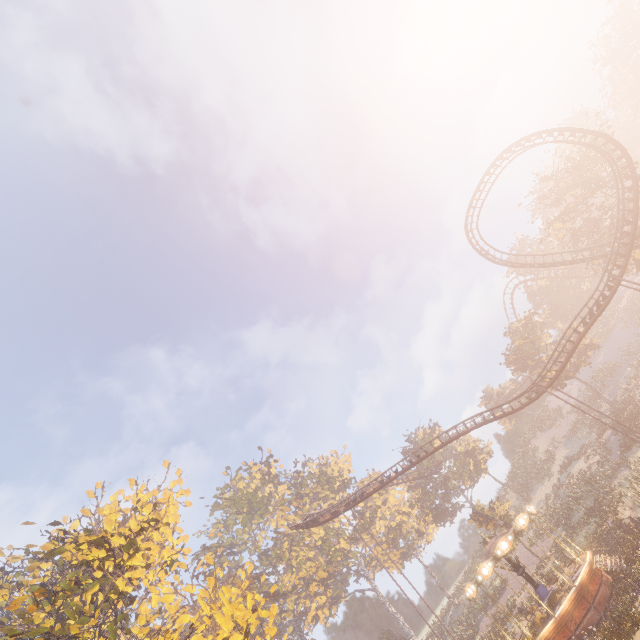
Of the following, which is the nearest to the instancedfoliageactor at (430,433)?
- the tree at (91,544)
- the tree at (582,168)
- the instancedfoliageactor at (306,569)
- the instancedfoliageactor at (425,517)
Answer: the instancedfoliageactor at (425,517)

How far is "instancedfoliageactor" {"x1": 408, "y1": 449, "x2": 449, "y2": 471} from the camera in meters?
53.0

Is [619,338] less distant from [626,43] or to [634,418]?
[634,418]

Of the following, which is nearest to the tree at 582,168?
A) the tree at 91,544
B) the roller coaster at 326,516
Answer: the roller coaster at 326,516

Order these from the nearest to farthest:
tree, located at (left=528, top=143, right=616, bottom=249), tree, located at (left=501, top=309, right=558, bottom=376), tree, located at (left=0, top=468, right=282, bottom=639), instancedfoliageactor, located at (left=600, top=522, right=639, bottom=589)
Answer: tree, located at (left=0, top=468, right=282, bottom=639)
instancedfoliageactor, located at (left=600, top=522, right=639, bottom=589)
tree, located at (left=528, top=143, right=616, bottom=249)
tree, located at (left=501, top=309, right=558, bottom=376)

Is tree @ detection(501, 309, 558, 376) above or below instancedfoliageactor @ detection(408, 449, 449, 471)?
below

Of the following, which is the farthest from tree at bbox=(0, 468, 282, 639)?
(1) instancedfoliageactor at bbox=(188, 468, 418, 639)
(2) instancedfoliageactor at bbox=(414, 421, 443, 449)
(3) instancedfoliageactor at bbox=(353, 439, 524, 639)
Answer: (2) instancedfoliageactor at bbox=(414, 421, 443, 449)
